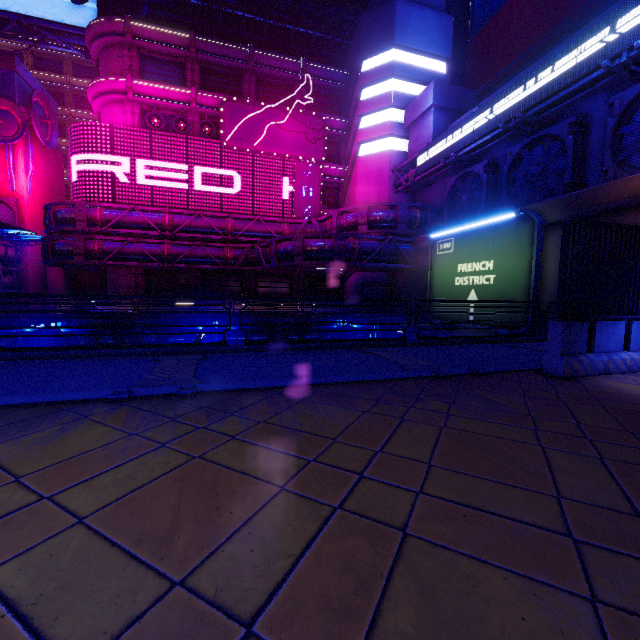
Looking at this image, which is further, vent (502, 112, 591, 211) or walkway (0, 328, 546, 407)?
vent (502, 112, 591, 211)

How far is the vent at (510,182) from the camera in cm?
1554

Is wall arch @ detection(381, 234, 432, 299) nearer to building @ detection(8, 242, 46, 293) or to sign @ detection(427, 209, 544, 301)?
sign @ detection(427, 209, 544, 301)

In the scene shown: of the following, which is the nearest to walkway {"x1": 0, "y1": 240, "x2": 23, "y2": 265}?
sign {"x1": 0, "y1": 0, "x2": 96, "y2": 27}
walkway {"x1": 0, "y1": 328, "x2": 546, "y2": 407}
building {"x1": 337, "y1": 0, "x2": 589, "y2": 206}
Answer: walkway {"x1": 0, "y1": 328, "x2": 546, "y2": 407}

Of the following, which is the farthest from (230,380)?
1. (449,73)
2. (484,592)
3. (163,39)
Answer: (449,73)

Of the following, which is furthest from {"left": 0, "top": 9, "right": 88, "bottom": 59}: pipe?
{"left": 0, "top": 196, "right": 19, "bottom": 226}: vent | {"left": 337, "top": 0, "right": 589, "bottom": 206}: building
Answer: {"left": 0, "top": 196, "right": 19, "bottom": 226}: vent

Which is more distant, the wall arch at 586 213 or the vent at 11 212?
the vent at 11 212
